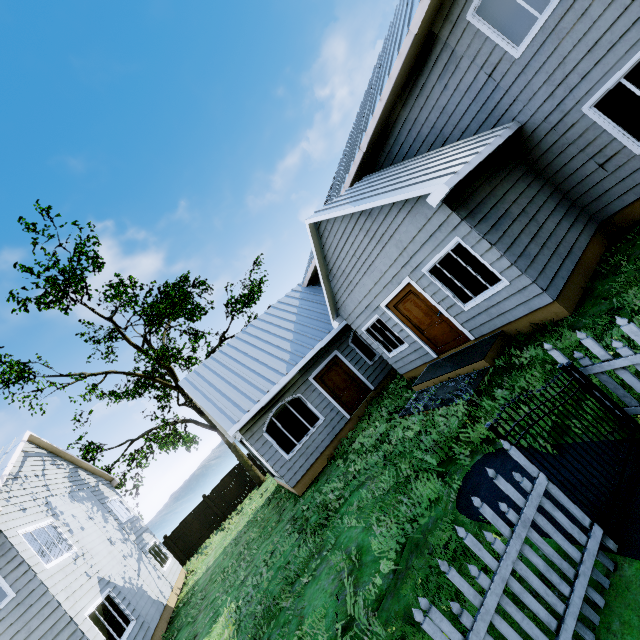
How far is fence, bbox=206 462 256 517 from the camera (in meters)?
21.64

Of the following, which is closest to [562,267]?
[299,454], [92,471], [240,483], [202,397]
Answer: [299,454]

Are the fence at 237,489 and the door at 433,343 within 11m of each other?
no

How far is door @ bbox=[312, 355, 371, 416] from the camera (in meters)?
12.70

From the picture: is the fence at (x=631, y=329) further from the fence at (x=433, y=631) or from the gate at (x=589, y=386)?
the fence at (x=433, y=631)

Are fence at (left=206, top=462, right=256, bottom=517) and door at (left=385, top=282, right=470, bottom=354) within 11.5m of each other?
no

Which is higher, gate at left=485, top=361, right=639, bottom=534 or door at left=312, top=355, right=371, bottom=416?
door at left=312, top=355, right=371, bottom=416

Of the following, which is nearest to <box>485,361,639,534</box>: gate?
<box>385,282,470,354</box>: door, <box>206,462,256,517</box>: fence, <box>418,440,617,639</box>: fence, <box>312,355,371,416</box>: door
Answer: <box>418,440,617,639</box>: fence
